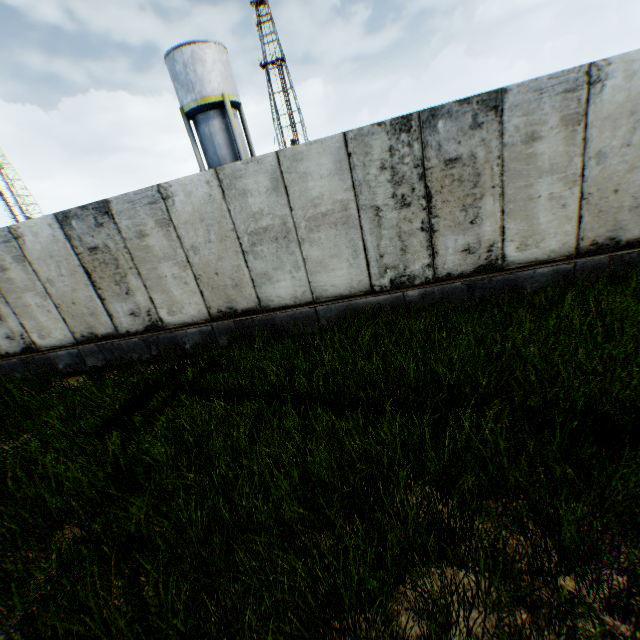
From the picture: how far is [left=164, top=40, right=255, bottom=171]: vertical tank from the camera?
20.0m

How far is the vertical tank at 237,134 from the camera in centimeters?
1998cm

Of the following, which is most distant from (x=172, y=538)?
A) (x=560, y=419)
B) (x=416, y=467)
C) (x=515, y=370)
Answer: (x=515, y=370)
